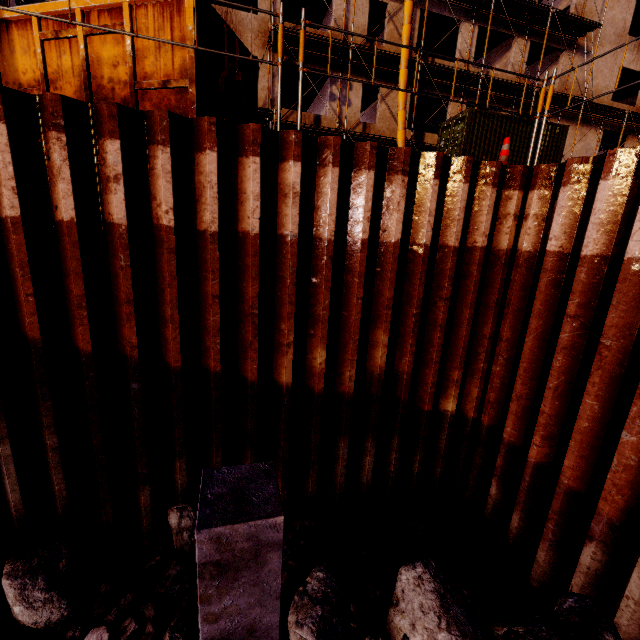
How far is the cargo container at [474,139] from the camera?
15.7m

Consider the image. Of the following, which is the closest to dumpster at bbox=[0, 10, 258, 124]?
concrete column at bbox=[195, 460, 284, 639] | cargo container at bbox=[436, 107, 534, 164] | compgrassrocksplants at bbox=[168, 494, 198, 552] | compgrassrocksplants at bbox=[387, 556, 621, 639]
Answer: concrete column at bbox=[195, 460, 284, 639]

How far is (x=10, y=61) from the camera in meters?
4.9

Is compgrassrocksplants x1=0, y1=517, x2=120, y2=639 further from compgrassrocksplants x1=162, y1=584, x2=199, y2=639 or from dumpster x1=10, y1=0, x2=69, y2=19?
dumpster x1=10, y1=0, x2=69, y2=19

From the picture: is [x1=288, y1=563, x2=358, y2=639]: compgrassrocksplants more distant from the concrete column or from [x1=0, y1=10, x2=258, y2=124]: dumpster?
[x1=0, y1=10, x2=258, y2=124]: dumpster

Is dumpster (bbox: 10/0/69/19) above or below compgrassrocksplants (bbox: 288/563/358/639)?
above

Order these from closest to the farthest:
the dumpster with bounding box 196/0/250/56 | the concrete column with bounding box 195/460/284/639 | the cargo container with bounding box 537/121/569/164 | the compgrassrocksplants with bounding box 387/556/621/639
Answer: the concrete column with bounding box 195/460/284/639, the compgrassrocksplants with bounding box 387/556/621/639, the dumpster with bounding box 196/0/250/56, the cargo container with bounding box 537/121/569/164
